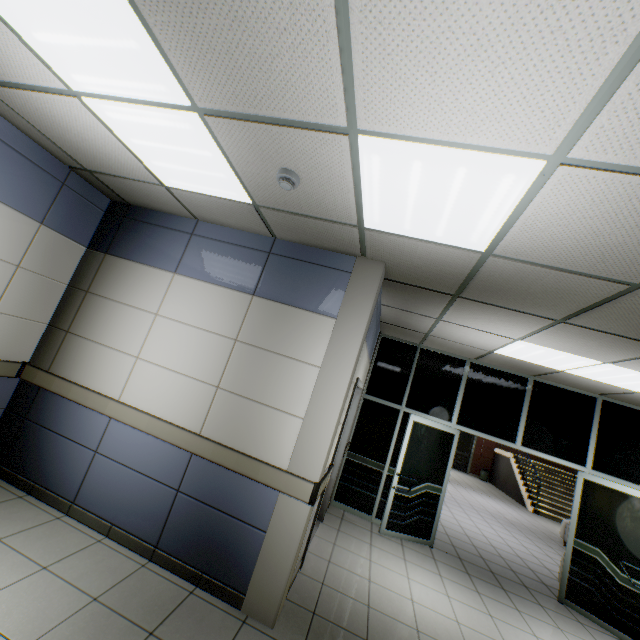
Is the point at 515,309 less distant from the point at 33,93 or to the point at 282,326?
the point at 282,326

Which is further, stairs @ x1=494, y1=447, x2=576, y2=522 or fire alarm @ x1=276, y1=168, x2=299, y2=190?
stairs @ x1=494, y1=447, x2=576, y2=522

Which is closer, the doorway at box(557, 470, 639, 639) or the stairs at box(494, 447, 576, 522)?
the doorway at box(557, 470, 639, 639)

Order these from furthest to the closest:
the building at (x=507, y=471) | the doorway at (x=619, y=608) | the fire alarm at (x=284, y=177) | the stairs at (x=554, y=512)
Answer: the building at (x=507, y=471)
the stairs at (x=554, y=512)
the doorway at (x=619, y=608)
the fire alarm at (x=284, y=177)

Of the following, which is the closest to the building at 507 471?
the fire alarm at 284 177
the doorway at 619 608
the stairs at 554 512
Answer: the stairs at 554 512

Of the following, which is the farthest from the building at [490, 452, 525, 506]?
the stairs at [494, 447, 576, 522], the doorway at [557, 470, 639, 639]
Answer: the doorway at [557, 470, 639, 639]

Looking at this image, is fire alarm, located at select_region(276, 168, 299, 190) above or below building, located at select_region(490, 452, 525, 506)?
above

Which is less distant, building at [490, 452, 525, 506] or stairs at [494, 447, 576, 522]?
stairs at [494, 447, 576, 522]
